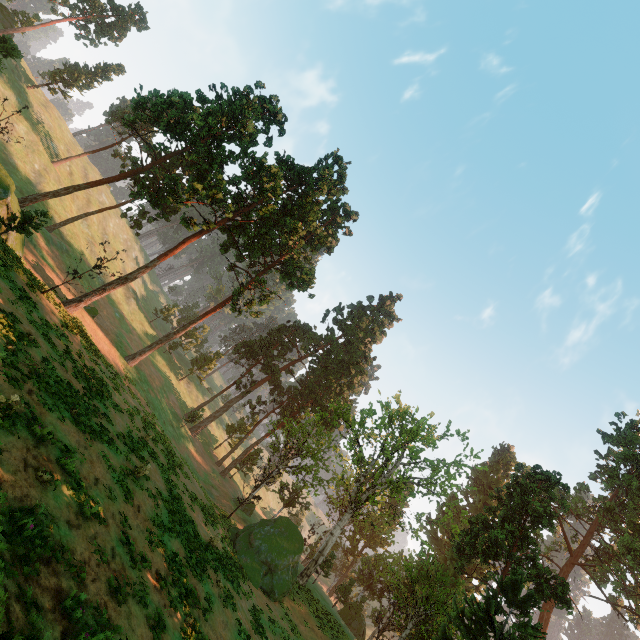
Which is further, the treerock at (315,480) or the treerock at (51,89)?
the treerock at (51,89)

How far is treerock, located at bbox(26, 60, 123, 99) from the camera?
54.81m

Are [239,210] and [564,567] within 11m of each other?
no

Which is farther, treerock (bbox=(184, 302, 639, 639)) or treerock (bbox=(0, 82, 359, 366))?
treerock (bbox=(0, 82, 359, 366))

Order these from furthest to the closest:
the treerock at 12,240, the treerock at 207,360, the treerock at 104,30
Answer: the treerock at 207,360, the treerock at 104,30, the treerock at 12,240
